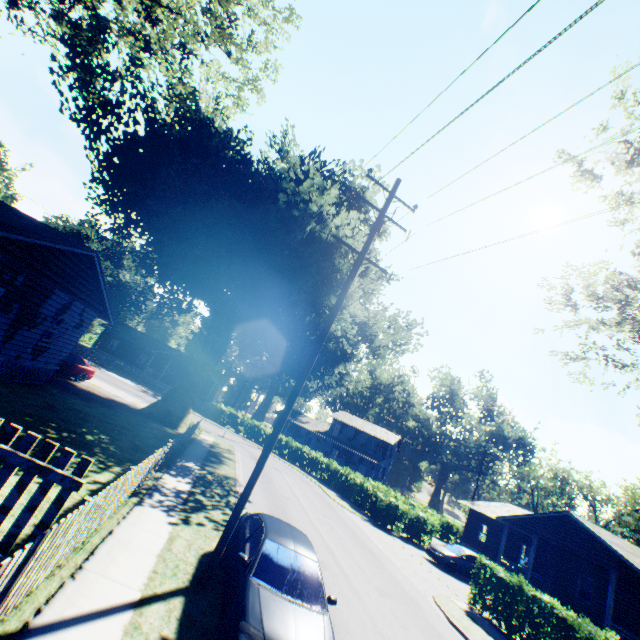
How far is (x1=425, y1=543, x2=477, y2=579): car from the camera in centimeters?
2080cm

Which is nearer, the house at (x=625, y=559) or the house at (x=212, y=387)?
the house at (x=625, y=559)

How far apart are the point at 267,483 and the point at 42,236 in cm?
1726

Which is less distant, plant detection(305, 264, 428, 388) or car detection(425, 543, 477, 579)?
car detection(425, 543, 477, 579)

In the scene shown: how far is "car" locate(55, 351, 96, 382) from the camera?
20.9 meters

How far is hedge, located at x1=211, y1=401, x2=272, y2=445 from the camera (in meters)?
40.69

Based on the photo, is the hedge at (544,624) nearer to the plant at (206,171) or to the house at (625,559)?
the house at (625,559)
